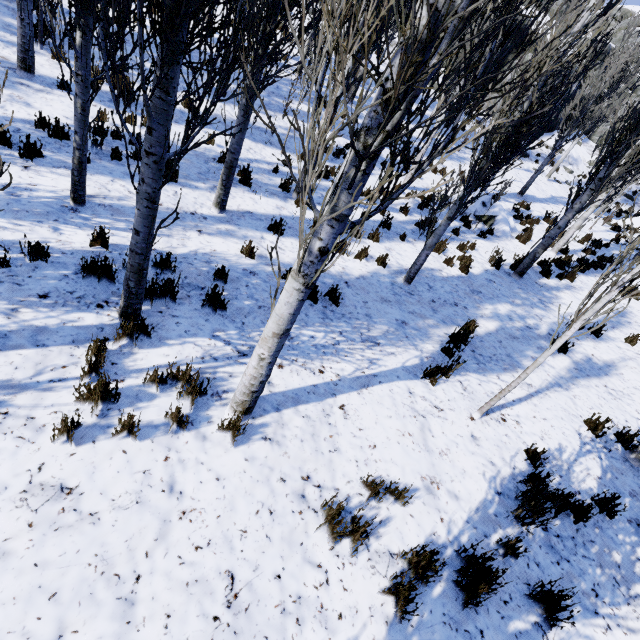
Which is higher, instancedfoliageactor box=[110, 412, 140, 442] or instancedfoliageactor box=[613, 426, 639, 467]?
instancedfoliageactor box=[613, 426, 639, 467]

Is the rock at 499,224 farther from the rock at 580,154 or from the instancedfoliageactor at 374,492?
the rock at 580,154

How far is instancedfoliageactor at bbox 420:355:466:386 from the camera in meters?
5.1 m

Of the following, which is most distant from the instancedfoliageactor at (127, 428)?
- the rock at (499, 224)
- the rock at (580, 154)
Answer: the rock at (499, 224)

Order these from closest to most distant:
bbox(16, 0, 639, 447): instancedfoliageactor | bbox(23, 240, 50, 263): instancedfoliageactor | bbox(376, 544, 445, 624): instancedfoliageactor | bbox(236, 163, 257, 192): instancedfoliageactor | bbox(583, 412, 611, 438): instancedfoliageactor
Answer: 1. bbox(16, 0, 639, 447): instancedfoliageactor
2. bbox(376, 544, 445, 624): instancedfoliageactor
3. bbox(23, 240, 50, 263): instancedfoliageactor
4. bbox(583, 412, 611, 438): instancedfoliageactor
5. bbox(236, 163, 257, 192): instancedfoliageactor

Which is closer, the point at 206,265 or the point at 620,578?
the point at 620,578

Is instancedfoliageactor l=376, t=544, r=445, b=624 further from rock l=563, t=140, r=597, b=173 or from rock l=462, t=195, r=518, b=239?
rock l=462, t=195, r=518, b=239
